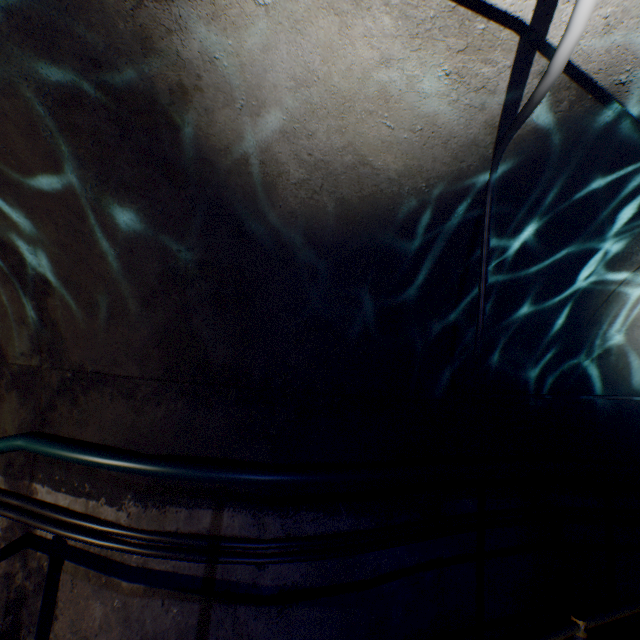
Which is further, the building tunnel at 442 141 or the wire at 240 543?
the wire at 240 543

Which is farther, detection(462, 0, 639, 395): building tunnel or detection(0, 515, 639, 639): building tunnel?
detection(0, 515, 639, 639): building tunnel

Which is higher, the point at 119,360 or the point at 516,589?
the point at 119,360

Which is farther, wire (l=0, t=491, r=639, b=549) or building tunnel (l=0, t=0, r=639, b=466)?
wire (l=0, t=491, r=639, b=549)

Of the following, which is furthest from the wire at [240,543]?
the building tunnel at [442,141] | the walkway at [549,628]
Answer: the walkway at [549,628]

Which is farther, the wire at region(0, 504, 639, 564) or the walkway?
the wire at region(0, 504, 639, 564)

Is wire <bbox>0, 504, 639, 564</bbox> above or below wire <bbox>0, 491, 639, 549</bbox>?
below

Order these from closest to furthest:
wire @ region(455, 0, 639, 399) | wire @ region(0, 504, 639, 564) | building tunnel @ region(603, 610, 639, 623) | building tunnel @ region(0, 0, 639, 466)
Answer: wire @ region(455, 0, 639, 399)
building tunnel @ region(0, 0, 639, 466)
wire @ region(0, 504, 639, 564)
building tunnel @ region(603, 610, 639, 623)
